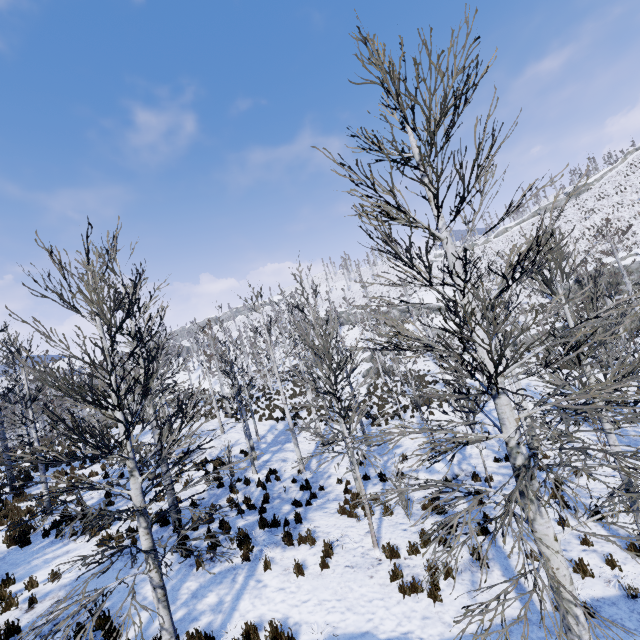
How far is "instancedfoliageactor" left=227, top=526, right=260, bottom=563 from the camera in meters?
8.4 m

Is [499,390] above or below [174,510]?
above

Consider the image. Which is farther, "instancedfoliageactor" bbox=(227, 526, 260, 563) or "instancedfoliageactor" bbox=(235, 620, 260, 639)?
"instancedfoliageactor" bbox=(227, 526, 260, 563)

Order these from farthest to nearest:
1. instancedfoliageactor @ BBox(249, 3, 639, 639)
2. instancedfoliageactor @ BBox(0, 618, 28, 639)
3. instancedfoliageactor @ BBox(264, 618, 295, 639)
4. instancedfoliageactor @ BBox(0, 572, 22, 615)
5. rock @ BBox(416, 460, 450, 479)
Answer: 1. rock @ BBox(416, 460, 450, 479)
2. instancedfoliageactor @ BBox(0, 572, 22, 615)
3. instancedfoliageactor @ BBox(264, 618, 295, 639)
4. instancedfoliageactor @ BBox(0, 618, 28, 639)
5. instancedfoliageactor @ BBox(249, 3, 639, 639)

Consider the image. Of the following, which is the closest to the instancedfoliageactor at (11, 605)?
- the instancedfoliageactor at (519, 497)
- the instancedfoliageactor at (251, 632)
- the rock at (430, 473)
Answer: the instancedfoliageactor at (251, 632)

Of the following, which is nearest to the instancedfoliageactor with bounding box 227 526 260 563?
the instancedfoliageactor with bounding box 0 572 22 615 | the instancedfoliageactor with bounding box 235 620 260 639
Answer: the instancedfoliageactor with bounding box 235 620 260 639

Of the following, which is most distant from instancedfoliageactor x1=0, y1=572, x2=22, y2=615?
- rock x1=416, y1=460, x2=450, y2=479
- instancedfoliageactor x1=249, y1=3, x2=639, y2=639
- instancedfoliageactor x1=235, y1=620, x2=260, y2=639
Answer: rock x1=416, y1=460, x2=450, y2=479

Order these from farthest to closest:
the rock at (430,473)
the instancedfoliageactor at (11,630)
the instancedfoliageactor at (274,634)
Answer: the rock at (430,473) < the instancedfoliageactor at (274,634) < the instancedfoliageactor at (11,630)
